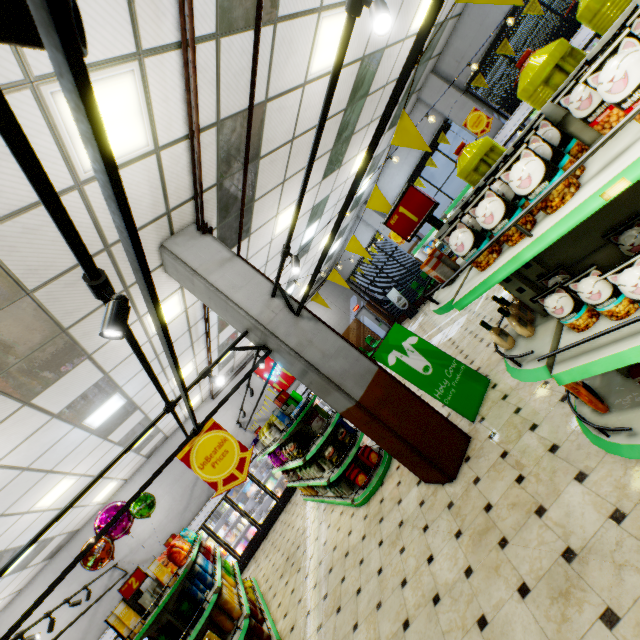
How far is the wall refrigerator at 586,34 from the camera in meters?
6.7 m

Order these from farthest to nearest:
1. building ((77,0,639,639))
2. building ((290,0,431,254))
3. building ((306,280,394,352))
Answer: building ((306,280,394,352))
building ((290,0,431,254))
building ((77,0,639,639))

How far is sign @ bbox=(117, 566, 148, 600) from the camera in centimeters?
452cm

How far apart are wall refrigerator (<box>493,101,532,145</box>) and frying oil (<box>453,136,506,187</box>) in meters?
8.2 m

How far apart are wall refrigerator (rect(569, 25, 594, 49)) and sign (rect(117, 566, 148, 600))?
12.10m

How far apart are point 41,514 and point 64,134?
8.4m

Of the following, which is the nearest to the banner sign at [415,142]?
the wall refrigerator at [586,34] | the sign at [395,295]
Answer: the wall refrigerator at [586,34]
